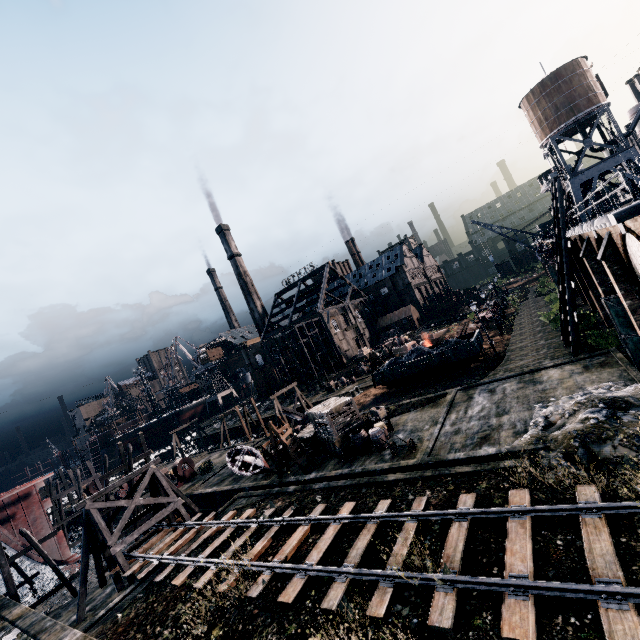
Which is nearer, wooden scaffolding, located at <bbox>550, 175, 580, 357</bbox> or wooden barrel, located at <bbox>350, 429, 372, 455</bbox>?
wooden barrel, located at <bbox>350, 429, 372, 455</bbox>

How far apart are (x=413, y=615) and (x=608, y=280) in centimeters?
2140cm

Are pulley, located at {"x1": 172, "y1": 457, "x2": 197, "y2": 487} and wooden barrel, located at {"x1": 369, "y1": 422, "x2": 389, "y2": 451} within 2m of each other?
no

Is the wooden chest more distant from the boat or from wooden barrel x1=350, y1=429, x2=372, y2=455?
the boat

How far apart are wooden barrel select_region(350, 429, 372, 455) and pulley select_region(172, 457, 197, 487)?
22.5m

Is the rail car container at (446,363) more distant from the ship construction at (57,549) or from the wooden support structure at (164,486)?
the ship construction at (57,549)

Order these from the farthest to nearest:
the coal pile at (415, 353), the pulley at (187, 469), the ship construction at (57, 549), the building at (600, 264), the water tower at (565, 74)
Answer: the water tower at (565, 74), the pulley at (187, 469), the coal pile at (415, 353), the ship construction at (57, 549), the building at (600, 264)

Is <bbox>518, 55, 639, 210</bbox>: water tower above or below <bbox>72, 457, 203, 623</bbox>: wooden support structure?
above
